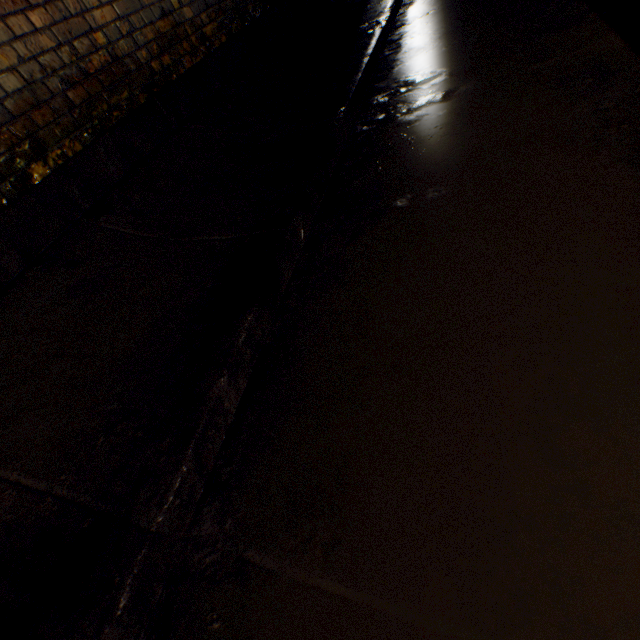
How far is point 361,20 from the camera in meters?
4.2 m
